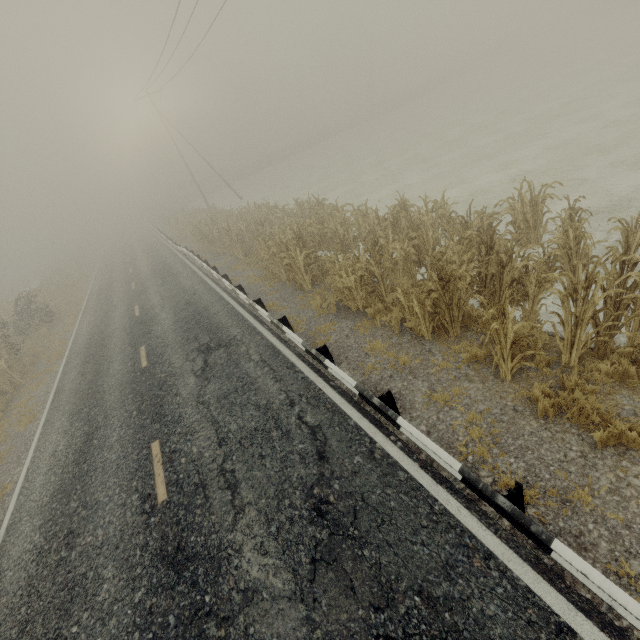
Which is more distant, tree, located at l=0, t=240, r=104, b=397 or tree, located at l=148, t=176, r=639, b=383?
tree, located at l=0, t=240, r=104, b=397

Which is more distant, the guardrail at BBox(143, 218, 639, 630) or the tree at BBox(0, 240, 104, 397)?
the tree at BBox(0, 240, 104, 397)

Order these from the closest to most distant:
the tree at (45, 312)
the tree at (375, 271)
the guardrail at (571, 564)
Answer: the guardrail at (571, 564), the tree at (375, 271), the tree at (45, 312)

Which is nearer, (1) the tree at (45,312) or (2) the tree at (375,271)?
(2) the tree at (375,271)

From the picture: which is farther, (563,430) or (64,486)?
(64,486)

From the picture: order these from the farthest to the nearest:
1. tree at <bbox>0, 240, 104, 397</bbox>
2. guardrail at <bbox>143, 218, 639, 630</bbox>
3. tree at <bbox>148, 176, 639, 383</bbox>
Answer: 1. tree at <bbox>0, 240, 104, 397</bbox>
2. tree at <bbox>148, 176, 639, 383</bbox>
3. guardrail at <bbox>143, 218, 639, 630</bbox>
